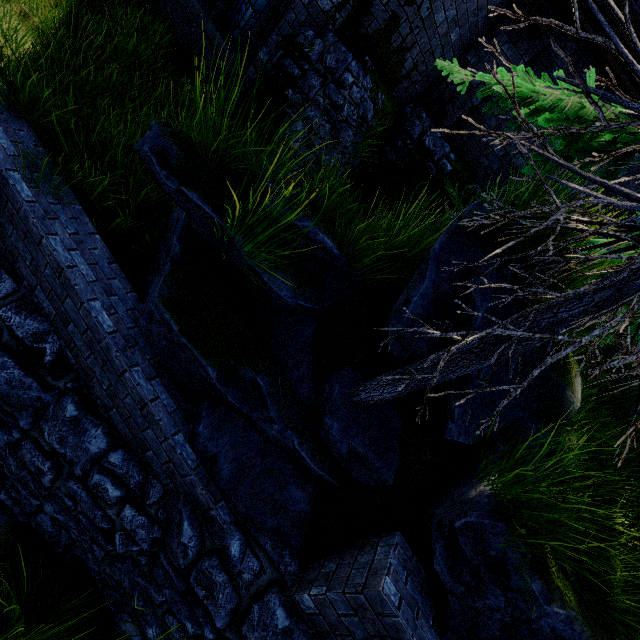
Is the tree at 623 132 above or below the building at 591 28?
below

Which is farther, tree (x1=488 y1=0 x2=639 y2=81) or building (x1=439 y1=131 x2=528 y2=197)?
building (x1=439 y1=131 x2=528 y2=197)

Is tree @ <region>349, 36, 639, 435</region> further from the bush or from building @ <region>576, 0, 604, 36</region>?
building @ <region>576, 0, 604, 36</region>

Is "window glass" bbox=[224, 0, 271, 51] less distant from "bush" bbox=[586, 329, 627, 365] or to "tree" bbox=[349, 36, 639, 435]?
"tree" bbox=[349, 36, 639, 435]

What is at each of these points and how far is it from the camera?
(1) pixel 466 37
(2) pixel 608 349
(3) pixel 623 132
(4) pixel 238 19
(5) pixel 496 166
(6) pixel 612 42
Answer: (1) building, 6.71m
(2) bush, 5.36m
(3) tree, 1.94m
(4) window glass, 6.41m
(5) building, 7.49m
(6) tree, 1.34m

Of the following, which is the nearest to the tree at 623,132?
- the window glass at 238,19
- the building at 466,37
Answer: the building at 466,37

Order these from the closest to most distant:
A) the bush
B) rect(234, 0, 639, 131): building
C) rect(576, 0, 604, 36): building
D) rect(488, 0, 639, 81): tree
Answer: rect(488, 0, 639, 81): tree, the bush, rect(234, 0, 639, 131): building, rect(576, 0, 604, 36): building

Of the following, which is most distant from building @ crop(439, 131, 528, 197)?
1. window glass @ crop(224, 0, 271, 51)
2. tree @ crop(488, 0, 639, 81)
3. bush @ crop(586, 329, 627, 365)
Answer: tree @ crop(488, 0, 639, 81)
